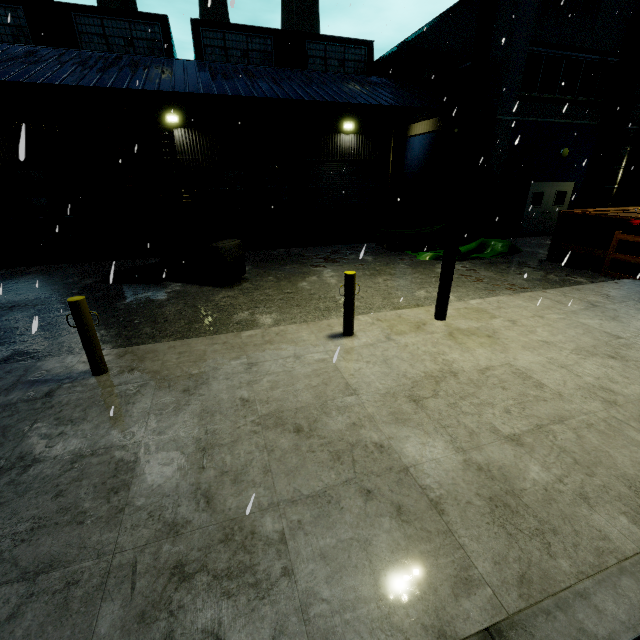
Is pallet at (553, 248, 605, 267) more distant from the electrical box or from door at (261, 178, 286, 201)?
door at (261, 178, 286, 201)

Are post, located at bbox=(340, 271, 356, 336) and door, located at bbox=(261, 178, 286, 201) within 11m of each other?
no

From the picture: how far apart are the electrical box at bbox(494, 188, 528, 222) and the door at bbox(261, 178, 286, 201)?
11.3m

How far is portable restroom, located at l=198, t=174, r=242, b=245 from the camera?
12.86m

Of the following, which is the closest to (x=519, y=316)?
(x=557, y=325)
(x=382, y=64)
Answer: (x=557, y=325)

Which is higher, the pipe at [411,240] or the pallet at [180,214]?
the pallet at [180,214]

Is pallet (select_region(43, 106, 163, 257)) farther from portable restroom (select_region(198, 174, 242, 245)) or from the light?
the light

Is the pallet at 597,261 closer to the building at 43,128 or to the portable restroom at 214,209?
the building at 43,128
